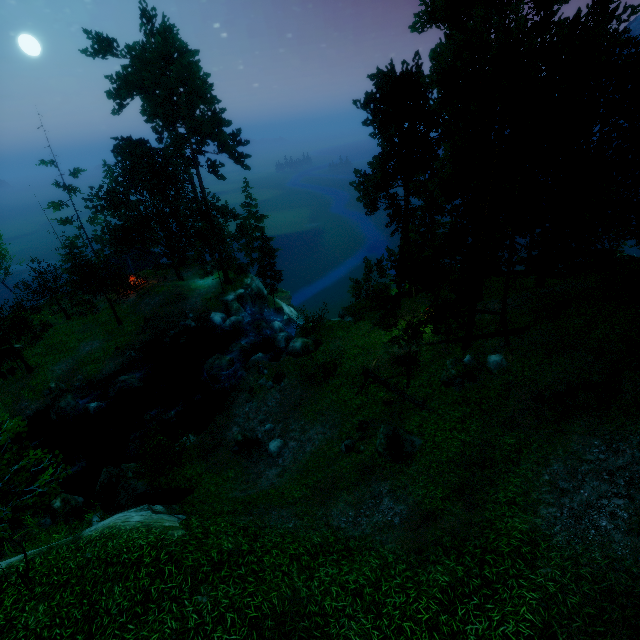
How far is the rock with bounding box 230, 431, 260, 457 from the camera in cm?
1792

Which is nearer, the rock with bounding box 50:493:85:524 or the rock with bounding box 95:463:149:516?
the rock with bounding box 95:463:149:516

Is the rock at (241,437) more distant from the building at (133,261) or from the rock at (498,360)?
the building at (133,261)

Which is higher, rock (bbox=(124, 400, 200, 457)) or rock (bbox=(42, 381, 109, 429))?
rock (bbox=(42, 381, 109, 429))

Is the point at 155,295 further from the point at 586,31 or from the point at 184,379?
the point at 586,31

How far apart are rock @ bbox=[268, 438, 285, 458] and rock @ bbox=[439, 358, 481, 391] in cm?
901

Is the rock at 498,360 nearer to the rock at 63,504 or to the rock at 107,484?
the rock at 107,484

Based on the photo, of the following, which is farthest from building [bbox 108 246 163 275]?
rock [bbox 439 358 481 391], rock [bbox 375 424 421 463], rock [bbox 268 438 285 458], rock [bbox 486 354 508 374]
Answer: rock [bbox 486 354 508 374]
